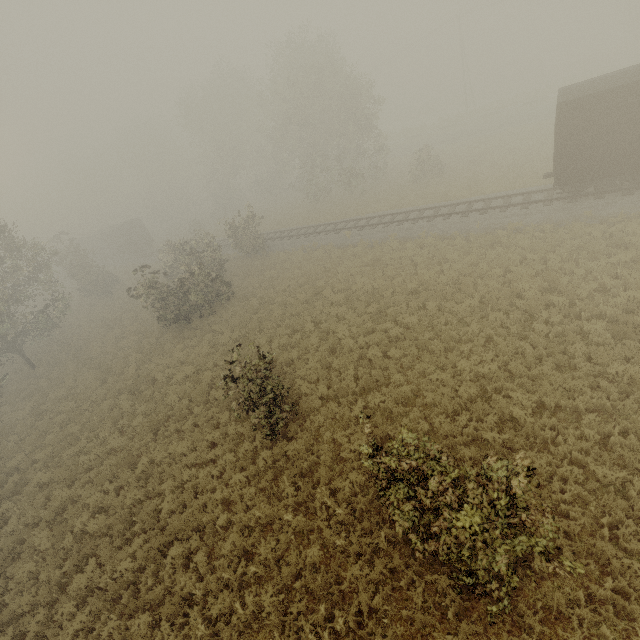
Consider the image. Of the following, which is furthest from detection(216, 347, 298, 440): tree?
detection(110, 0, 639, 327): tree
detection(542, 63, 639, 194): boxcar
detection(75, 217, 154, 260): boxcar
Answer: detection(75, 217, 154, 260): boxcar

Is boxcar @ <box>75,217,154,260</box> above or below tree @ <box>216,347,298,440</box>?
above

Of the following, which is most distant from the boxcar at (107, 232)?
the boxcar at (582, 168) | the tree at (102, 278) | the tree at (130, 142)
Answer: the boxcar at (582, 168)

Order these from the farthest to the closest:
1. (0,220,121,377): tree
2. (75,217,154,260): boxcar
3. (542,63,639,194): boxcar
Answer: (75,217,154,260): boxcar
(0,220,121,377): tree
(542,63,639,194): boxcar

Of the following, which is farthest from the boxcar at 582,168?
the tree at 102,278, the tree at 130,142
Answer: the tree at 130,142

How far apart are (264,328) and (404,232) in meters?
11.1 m

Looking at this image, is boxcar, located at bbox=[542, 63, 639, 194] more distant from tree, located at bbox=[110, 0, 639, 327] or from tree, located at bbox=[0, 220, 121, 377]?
tree, located at bbox=[110, 0, 639, 327]

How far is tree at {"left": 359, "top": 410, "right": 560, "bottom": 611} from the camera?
4.3 meters
